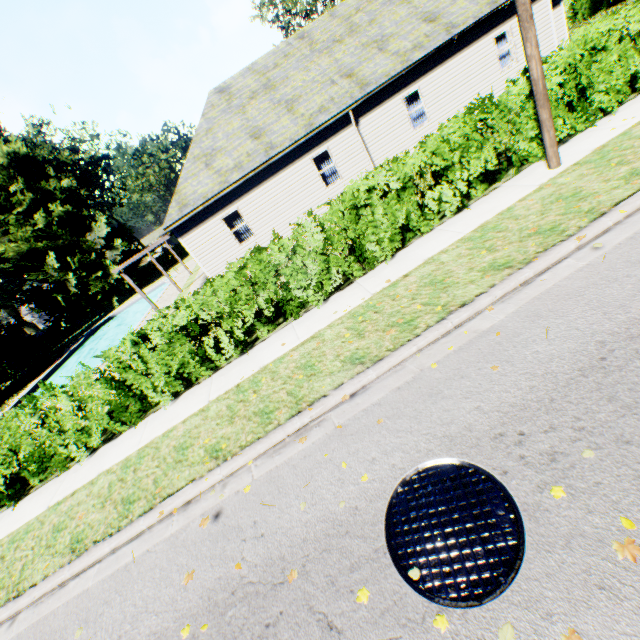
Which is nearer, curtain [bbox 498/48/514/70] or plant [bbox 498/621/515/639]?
plant [bbox 498/621/515/639]

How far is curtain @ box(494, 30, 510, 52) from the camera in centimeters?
1505cm

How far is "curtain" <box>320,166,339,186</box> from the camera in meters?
15.5 m

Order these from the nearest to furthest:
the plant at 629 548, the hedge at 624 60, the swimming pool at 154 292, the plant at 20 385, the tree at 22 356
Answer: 1. the plant at 629 548
2. the hedge at 624 60
3. the plant at 20 385
4. the swimming pool at 154 292
5. the tree at 22 356

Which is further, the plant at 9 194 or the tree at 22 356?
the plant at 9 194

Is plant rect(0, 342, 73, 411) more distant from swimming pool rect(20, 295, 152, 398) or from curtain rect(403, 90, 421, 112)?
curtain rect(403, 90, 421, 112)

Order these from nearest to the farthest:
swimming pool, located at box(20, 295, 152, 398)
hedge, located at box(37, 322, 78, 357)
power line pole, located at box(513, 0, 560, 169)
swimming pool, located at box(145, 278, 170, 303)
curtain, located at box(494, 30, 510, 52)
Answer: power line pole, located at box(513, 0, 560, 169) < curtain, located at box(494, 30, 510, 52) < swimming pool, located at box(20, 295, 152, 398) < swimming pool, located at box(145, 278, 170, 303) < hedge, located at box(37, 322, 78, 357)

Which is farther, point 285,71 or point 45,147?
point 45,147
